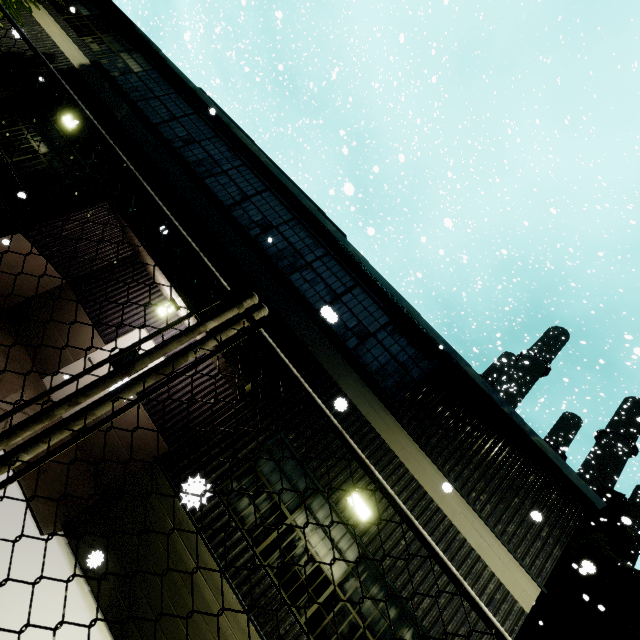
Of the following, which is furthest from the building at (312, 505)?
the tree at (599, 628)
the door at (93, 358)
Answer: the tree at (599, 628)

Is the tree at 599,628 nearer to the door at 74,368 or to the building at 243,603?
the building at 243,603

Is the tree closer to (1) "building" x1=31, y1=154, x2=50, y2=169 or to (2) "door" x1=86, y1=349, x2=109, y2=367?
(1) "building" x1=31, y1=154, x2=50, y2=169

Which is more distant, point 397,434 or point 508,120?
point 508,120

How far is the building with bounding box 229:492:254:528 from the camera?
5.48m

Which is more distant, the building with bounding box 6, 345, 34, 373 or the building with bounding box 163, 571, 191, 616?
the building with bounding box 6, 345, 34, 373
